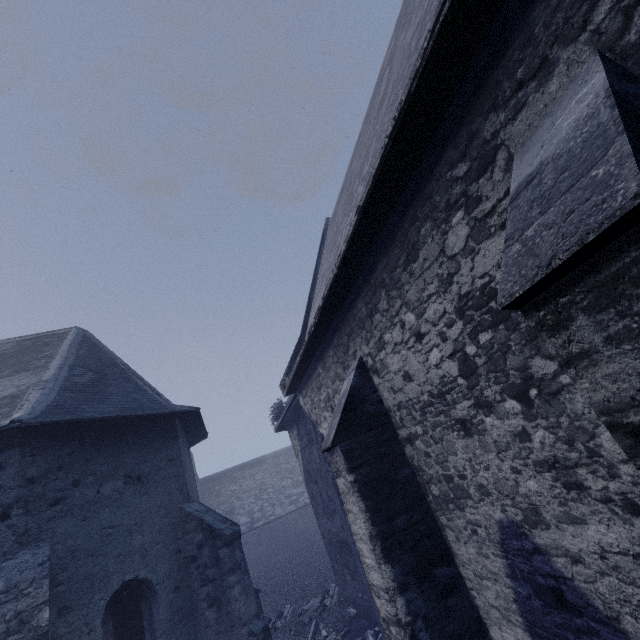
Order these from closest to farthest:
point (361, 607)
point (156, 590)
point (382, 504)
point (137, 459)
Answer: point (382, 504) < point (156, 590) < point (137, 459) < point (361, 607)
